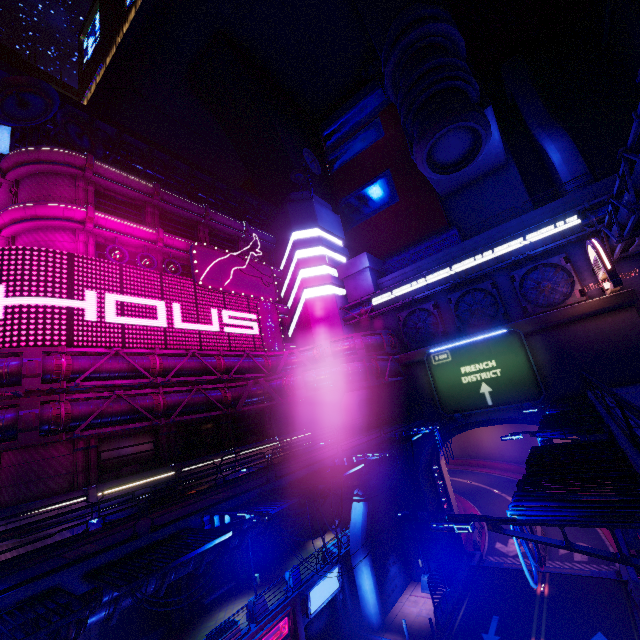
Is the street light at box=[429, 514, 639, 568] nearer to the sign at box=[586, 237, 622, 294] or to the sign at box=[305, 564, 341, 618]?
the sign at box=[305, 564, 341, 618]

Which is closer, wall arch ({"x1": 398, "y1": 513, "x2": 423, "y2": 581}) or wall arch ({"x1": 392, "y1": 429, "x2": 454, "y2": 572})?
wall arch ({"x1": 392, "y1": 429, "x2": 454, "y2": 572})

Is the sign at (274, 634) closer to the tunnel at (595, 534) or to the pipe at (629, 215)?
the pipe at (629, 215)

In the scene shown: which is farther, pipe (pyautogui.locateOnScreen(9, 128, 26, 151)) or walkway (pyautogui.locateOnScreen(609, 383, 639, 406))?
pipe (pyautogui.locateOnScreen(9, 128, 26, 151))

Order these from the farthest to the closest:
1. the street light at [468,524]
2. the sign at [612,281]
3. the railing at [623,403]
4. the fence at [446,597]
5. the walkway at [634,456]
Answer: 1. the fence at [446,597]
2. the sign at [612,281]
3. the walkway at [634,456]
4. the railing at [623,403]
5. the street light at [468,524]

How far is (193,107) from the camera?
54.1m

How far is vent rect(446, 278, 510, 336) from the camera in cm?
2775

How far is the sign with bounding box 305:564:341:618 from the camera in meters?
20.4 m
